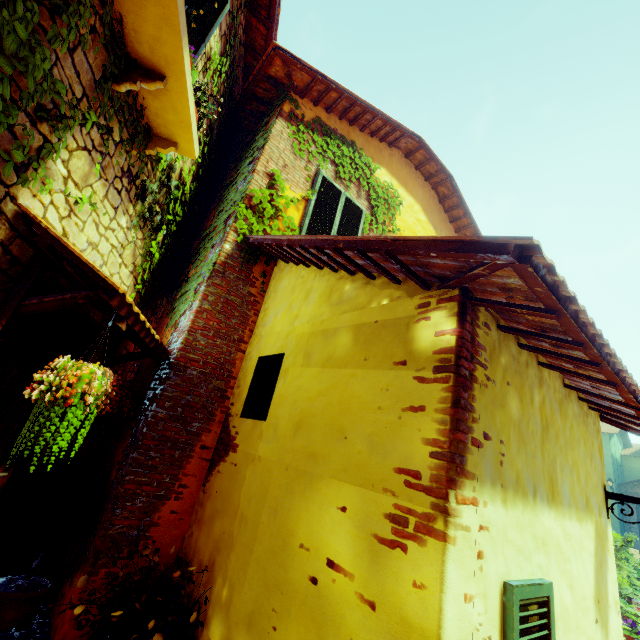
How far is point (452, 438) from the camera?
1.63m

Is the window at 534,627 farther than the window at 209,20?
No

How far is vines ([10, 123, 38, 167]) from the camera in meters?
1.7

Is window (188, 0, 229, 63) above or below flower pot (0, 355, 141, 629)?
above

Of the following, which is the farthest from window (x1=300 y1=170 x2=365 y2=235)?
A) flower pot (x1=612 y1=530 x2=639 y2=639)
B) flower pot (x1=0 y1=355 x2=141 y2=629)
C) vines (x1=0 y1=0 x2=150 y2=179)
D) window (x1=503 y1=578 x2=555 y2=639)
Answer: flower pot (x1=612 y1=530 x2=639 y2=639)

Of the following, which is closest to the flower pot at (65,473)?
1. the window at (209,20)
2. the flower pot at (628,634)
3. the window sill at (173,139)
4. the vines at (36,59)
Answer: the vines at (36,59)

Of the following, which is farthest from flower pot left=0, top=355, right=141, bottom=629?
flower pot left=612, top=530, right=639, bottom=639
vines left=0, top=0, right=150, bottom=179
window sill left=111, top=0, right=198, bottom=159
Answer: flower pot left=612, top=530, right=639, bottom=639

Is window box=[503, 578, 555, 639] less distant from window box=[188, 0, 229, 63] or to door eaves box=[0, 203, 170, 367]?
door eaves box=[0, 203, 170, 367]
